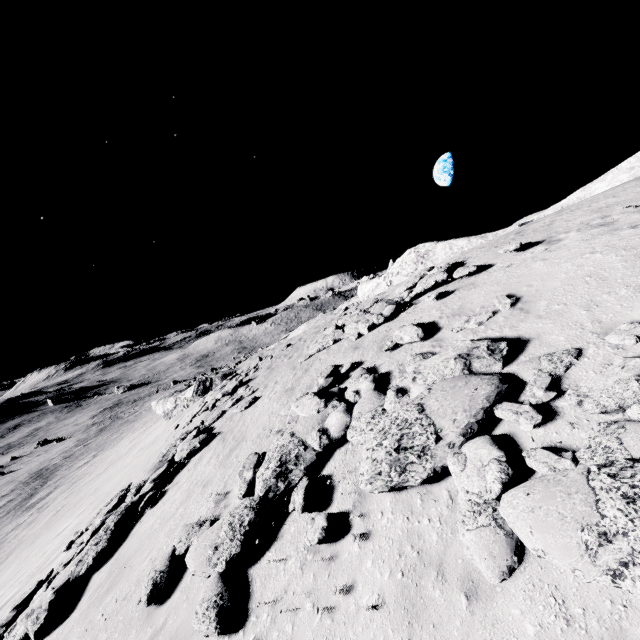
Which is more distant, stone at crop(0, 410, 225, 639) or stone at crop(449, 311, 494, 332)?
stone at crop(0, 410, 225, 639)

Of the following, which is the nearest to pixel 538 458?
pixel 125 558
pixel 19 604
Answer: pixel 125 558

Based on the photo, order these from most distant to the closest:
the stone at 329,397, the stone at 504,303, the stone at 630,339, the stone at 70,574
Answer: the stone at 70,574 → the stone at 504,303 → the stone at 630,339 → the stone at 329,397

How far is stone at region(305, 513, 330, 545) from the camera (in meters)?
5.33

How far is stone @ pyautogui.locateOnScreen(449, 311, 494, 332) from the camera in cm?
774

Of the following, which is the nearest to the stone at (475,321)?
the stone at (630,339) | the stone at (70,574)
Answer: the stone at (630,339)

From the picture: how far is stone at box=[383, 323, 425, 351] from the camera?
8.86m

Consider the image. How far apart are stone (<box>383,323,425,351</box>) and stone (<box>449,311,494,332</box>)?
0.8 meters
